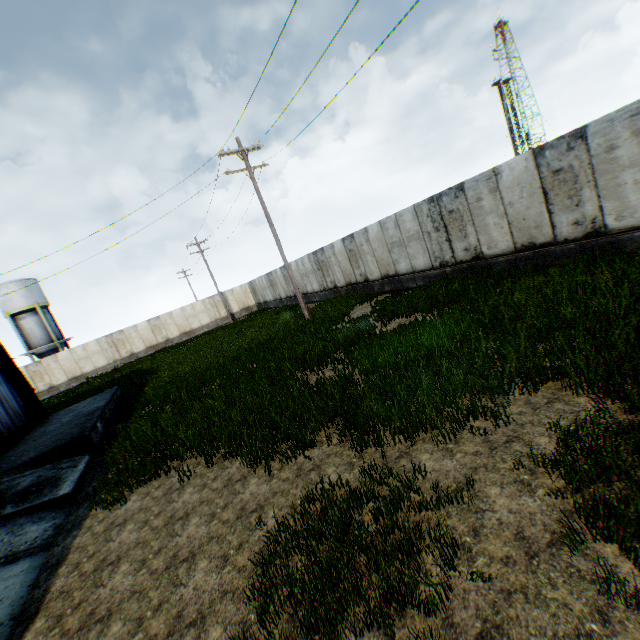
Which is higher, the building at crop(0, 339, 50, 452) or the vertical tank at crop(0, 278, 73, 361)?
the vertical tank at crop(0, 278, 73, 361)

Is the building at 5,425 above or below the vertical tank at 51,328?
below

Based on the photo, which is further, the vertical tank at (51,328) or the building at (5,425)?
the vertical tank at (51,328)

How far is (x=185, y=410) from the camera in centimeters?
948cm

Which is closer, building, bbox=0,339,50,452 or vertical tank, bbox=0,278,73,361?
building, bbox=0,339,50,452
